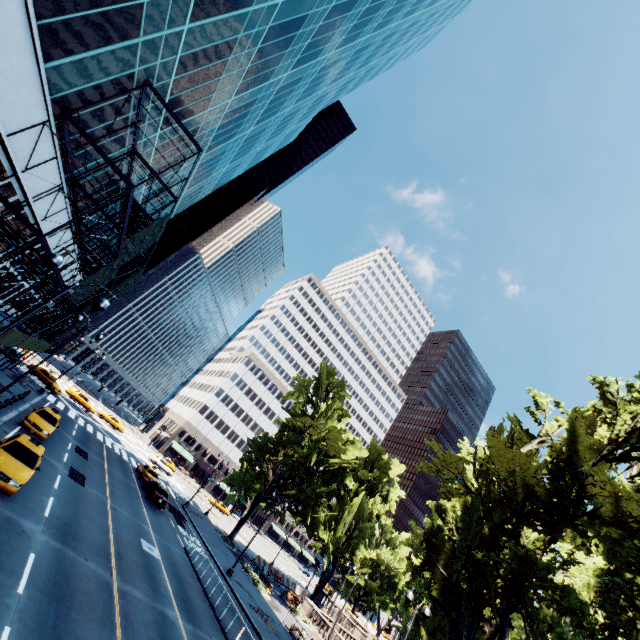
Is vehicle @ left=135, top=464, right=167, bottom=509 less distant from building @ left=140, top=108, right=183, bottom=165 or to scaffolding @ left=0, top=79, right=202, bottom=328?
scaffolding @ left=0, top=79, right=202, bottom=328

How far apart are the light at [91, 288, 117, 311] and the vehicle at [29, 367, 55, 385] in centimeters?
3918cm

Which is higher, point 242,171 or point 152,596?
point 242,171

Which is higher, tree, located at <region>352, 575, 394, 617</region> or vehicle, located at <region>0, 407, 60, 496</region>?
tree, located at <region>352, 575, 394, 617</region>

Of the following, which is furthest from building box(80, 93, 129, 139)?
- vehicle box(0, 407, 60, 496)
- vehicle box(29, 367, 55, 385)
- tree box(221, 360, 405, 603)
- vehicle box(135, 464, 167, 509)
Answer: tree box(221, 360, 405, 603)

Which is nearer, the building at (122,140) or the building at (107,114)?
the building at (107,114)

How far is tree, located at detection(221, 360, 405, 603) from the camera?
38.88m

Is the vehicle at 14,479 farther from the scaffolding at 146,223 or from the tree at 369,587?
the tree at 369,587
